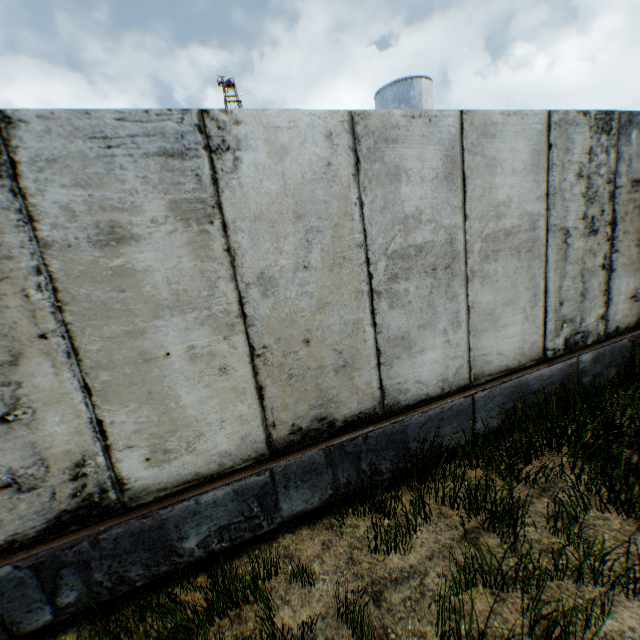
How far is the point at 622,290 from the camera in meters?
4.5 m

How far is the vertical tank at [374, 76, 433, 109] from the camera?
21.5 meters

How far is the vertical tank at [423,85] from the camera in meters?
21.5
